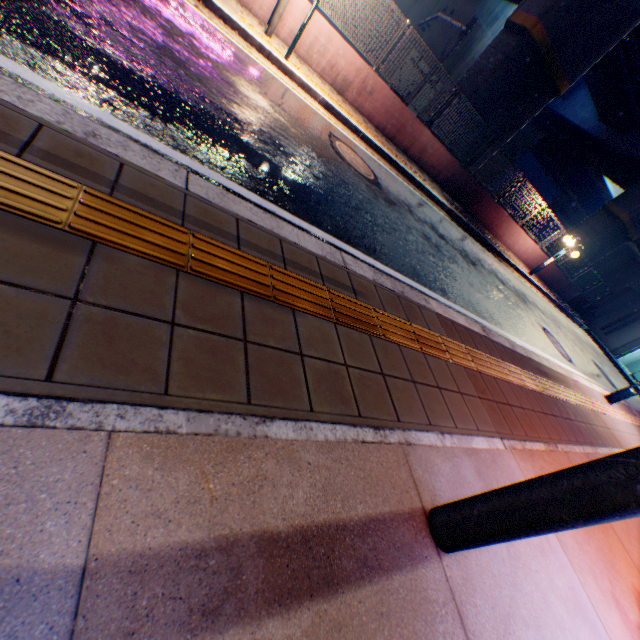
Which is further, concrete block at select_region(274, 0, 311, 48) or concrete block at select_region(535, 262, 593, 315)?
concrete block at select_region(535, 262, 593, 315)

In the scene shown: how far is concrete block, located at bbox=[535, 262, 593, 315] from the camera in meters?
18.1

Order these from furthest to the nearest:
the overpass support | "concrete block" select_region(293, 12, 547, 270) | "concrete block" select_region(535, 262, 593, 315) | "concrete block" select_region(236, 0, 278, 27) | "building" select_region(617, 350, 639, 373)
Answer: "building" select_region(617, 350, 639, 373), "concrete block" select_region(535, 262, 593, 315), the overpass support, "concrete block" select_region(293, 12, 547, 270), "concrete block" select_region(236, 0, 278, 27)

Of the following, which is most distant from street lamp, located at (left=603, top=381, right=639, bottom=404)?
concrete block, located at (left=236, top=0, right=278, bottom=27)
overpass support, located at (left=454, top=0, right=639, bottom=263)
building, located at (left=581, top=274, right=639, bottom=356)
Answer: building, located at (left=581, top=274, right=639, bottom=356)

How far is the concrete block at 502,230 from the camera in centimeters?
828cm

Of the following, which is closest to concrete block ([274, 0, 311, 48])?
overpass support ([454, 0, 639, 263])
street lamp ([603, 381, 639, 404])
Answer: overpass support ([454, 0, 639, 263])

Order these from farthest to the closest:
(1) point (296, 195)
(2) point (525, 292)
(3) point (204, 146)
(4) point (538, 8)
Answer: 1. (2) point (525, 292)
2. (4) point (538, 8)
3. (1) point (296, 195)
4. (3) point (204, 146)
